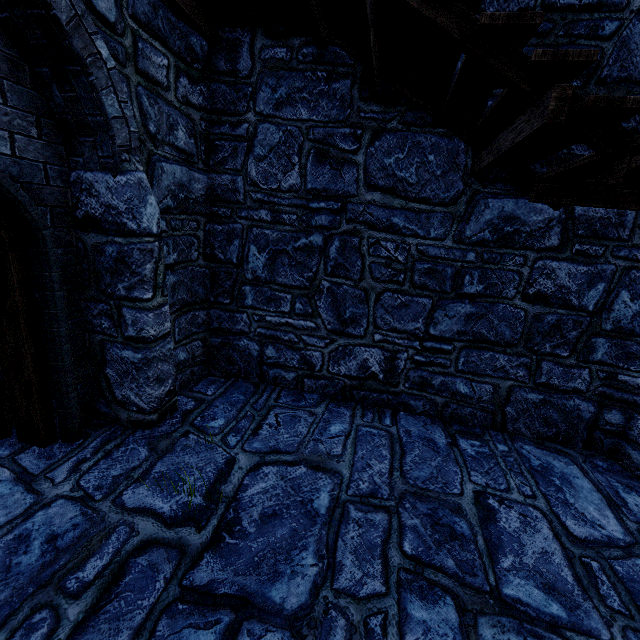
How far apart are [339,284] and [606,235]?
3.14m
